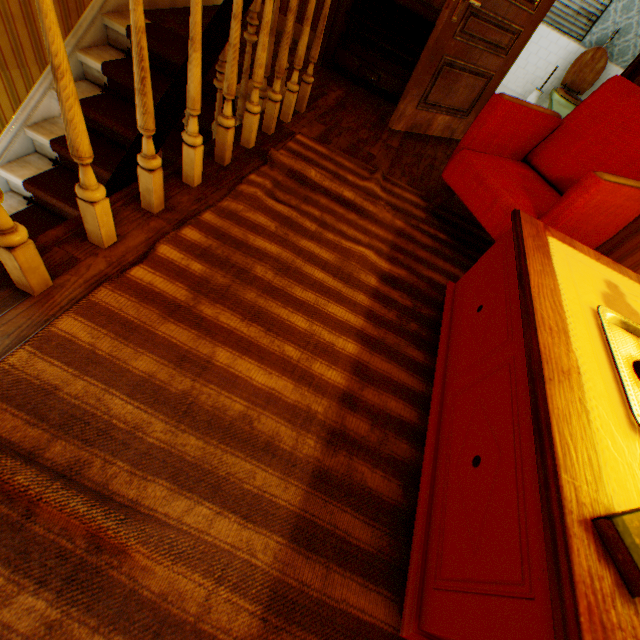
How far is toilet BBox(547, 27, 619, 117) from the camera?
6.0m

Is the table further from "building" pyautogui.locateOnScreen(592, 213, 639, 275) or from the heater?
the heater

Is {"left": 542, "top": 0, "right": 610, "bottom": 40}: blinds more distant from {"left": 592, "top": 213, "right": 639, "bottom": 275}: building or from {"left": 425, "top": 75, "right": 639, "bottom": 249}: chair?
{"left": 425, "top": 75, "right": 639, "bottom": 249}: chair

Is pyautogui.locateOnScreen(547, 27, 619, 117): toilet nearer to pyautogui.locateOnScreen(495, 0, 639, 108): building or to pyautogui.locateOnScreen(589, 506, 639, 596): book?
pyautogui.locateOnScreen(495, 0, 639, 108): building

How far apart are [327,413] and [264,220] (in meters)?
1.17

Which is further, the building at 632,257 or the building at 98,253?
the building at 632,257

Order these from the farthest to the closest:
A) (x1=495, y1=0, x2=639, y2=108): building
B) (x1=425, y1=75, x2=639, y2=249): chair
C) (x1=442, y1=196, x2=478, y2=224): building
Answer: (x1=495, y1=0, x2=639, y2=108): building → (x1=442, y1=196, x2=478, y2=224): building → (x1=425, y1=75, x2=639, y2=249): chair

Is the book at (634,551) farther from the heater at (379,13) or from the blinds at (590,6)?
the blinds at (590,6)
